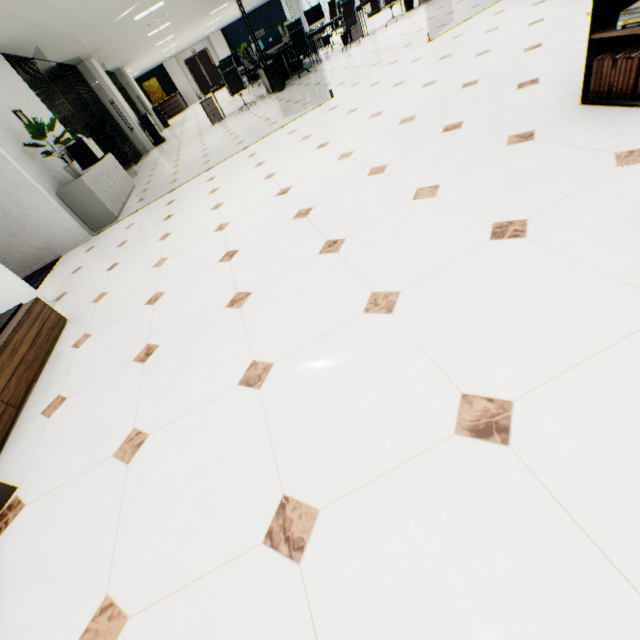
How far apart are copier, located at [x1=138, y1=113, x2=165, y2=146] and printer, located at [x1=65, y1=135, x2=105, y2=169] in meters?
6.8

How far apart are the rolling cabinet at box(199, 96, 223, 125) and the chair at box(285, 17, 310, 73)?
2.5m

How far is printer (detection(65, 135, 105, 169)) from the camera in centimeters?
638cm

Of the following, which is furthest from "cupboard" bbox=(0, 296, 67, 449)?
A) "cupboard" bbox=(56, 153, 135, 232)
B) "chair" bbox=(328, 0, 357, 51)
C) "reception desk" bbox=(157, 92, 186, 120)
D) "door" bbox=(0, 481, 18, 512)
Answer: "reception desk" bbox=(157, 92, 186, 120)

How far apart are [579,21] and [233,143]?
5.50m

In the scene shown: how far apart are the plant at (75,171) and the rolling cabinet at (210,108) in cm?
536

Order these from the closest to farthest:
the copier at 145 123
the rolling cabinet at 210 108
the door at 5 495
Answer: the door at 5 495
the rolling cabinet at 210 108
the copier at 145 123

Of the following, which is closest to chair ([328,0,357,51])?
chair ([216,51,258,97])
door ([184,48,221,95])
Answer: chair ([216,51,258,97])
